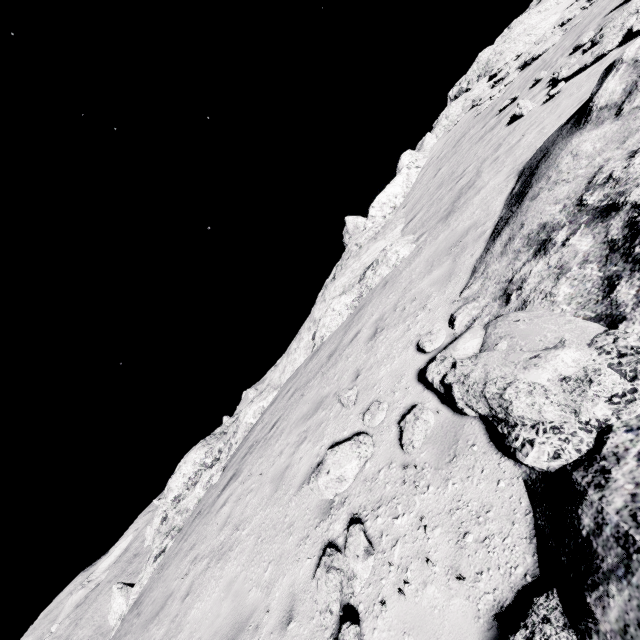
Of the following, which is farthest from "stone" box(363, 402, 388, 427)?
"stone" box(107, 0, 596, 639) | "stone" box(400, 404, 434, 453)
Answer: "stone" box(107, 0, 596, 639)

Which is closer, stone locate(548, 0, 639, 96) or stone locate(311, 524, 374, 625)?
stone locate(311, 524, 374, 625)

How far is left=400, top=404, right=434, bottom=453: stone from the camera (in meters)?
4.29

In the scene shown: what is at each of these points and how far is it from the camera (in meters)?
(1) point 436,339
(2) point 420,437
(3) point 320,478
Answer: (1) stone, 5.60
(2) stone, 4.32
(3) stone, 4.97

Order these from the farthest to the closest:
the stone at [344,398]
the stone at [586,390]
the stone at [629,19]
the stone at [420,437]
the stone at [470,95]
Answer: the stone at [470,95], the stone at [629,19], the stone at [344,398], the stone at [420,437], the stone at [586,390]

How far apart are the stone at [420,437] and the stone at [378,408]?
0.5m

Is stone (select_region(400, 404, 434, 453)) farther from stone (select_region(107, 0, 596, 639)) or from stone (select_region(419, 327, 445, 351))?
stone (select_region(107, 0, 596, 639))

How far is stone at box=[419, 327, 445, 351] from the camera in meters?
5.6 m
